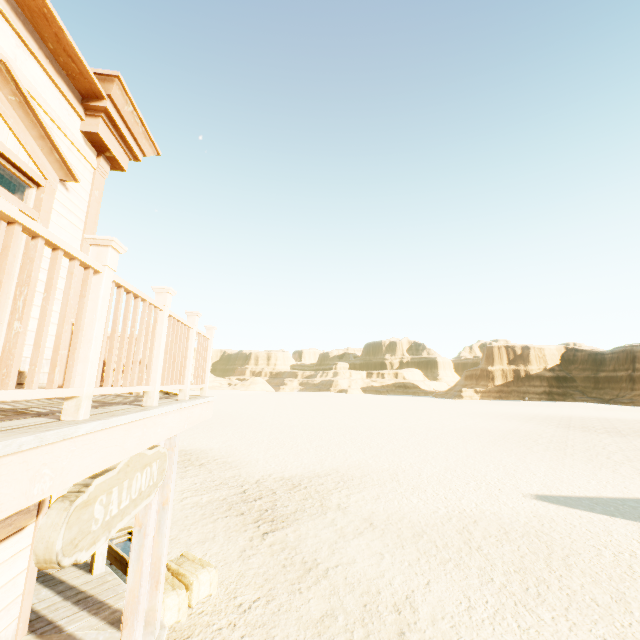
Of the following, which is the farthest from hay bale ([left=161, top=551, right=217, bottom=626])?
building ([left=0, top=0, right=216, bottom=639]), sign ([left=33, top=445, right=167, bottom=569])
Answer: sign ([left=33, top=445, right=167, bottom=569])

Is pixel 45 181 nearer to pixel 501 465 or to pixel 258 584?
pixel 258 584

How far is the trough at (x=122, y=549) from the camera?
5.88m

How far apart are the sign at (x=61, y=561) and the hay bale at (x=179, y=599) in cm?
291

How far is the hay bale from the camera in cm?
484

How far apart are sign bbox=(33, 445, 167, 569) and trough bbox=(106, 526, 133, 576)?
3.84m

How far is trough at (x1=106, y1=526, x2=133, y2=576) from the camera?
5.88m
